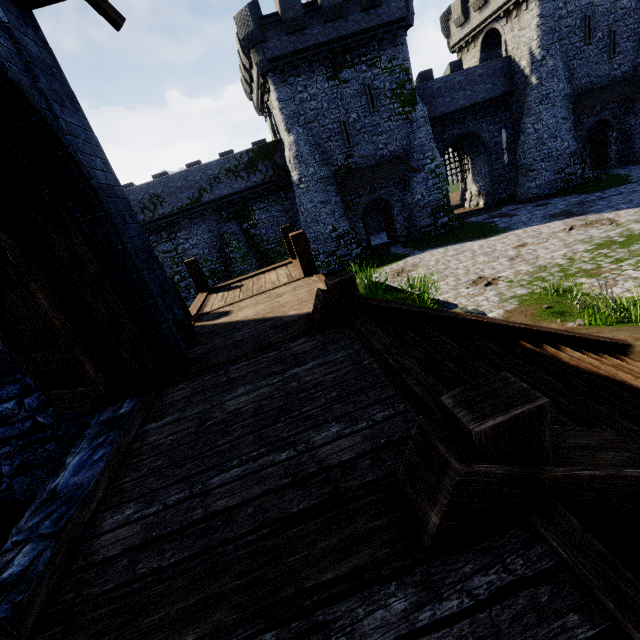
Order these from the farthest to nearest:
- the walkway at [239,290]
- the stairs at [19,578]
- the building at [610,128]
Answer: the building at [610,128] < the walkway at [239,290] < the stairs at [19,578]

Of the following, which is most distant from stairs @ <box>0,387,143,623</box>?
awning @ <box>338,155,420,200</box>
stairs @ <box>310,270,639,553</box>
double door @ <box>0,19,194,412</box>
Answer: awning @ <box>338,155,420,200</box>

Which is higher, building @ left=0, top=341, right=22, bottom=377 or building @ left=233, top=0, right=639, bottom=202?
building @ left=233, top=0, right=639, bottom=202

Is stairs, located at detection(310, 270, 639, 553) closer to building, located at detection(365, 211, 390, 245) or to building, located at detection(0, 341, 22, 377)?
building, located at detection(0, 341, 22, 377)

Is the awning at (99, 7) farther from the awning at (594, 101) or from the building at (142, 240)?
the awning at (594, 101)

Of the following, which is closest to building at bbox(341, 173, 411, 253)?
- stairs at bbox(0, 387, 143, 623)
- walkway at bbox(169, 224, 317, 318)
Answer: walkway at bbox(169, 224, 317, 318)

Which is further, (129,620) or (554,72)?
(554,72)

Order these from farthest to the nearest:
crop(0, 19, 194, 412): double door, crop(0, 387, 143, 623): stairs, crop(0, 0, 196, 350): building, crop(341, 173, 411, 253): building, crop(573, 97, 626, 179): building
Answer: crop(573, 97, 626, 179): building
crop(341, 173, 411, 253): building
crop(0, 0, 196, 350): building
crop(0, 19, 194, 412): double door
crop(0, 387, 143, 623): stairs
